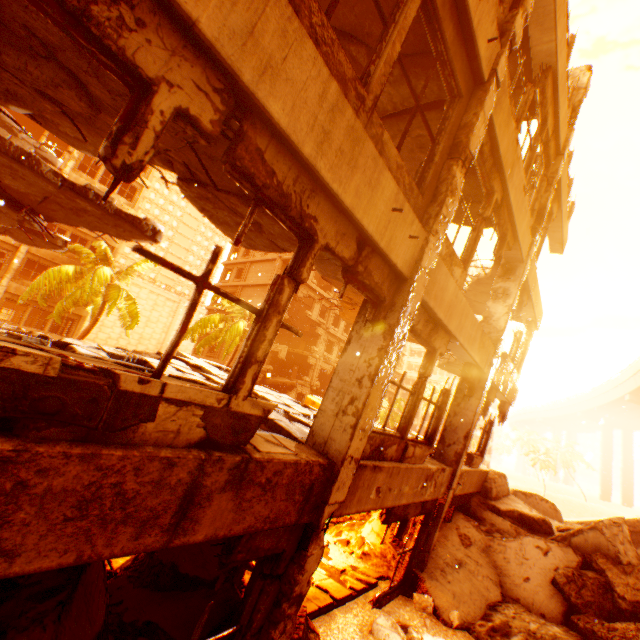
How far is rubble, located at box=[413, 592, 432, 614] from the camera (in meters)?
6.28

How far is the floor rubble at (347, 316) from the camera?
8.0 meters

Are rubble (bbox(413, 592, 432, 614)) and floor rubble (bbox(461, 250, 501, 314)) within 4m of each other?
no

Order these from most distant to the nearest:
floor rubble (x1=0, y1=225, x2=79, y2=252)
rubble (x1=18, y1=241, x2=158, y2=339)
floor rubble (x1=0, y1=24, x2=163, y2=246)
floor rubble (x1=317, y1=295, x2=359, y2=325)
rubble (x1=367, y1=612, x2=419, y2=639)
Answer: rubble (x1=18, y1=241, x2=158, y2=339) < floor rubble (x1=0, y1=225, x2=79, y2=252) < floor rubble (x1=317, y1=295, x2=359, y2=325) < rubble (x1=367, y1=612, x2=419, y2=639) < floor rubble (x1=0, y1=24, x2=163, y2=246)

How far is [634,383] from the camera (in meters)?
38.06

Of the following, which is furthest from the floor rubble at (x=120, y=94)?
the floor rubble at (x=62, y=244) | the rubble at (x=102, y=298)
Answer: the rubble at (x=102, y=298)

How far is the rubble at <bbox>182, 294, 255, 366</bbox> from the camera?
21.14m

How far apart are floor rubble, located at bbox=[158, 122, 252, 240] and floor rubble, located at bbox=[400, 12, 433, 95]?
2.5 meters
